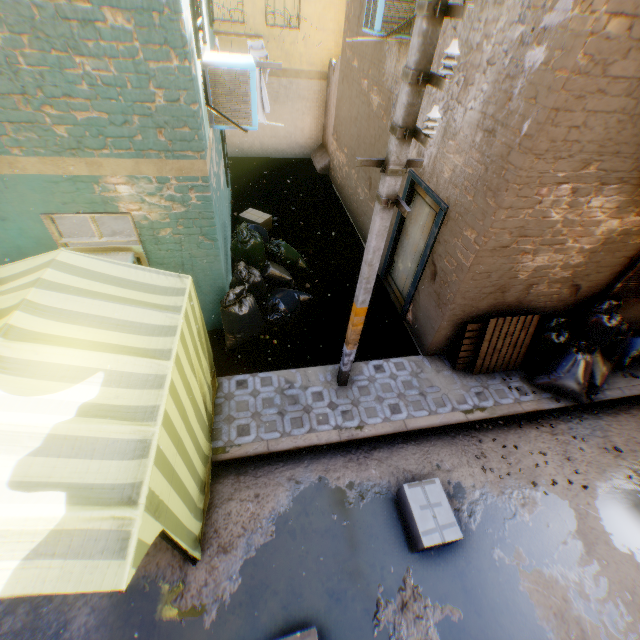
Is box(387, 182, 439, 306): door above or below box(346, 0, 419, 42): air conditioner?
below

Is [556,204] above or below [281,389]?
above

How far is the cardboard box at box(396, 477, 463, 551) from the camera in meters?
4.0

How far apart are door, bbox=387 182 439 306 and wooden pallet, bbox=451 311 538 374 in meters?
1.3 m

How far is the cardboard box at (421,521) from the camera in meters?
4.0

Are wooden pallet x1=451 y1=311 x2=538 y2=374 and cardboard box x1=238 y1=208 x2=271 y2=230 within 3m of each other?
no

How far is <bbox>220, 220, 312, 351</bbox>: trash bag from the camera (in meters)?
5.66

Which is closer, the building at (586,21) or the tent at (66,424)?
the tent at (66,424)
